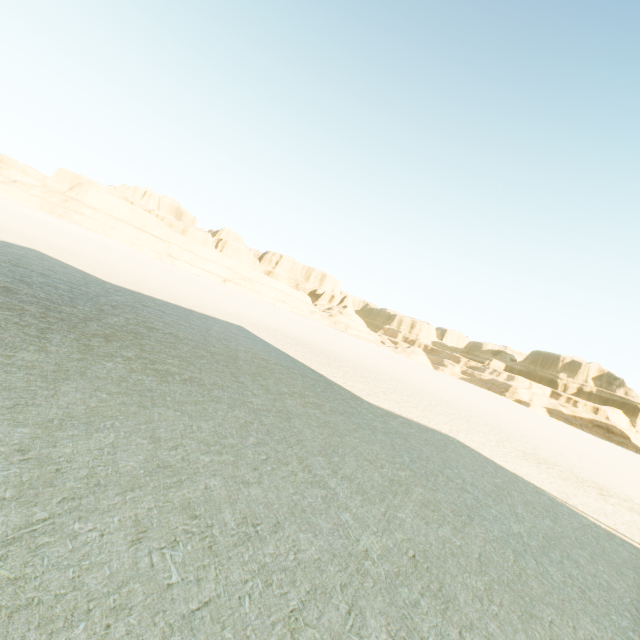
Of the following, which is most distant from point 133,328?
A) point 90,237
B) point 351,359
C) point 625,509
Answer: point 90,237
